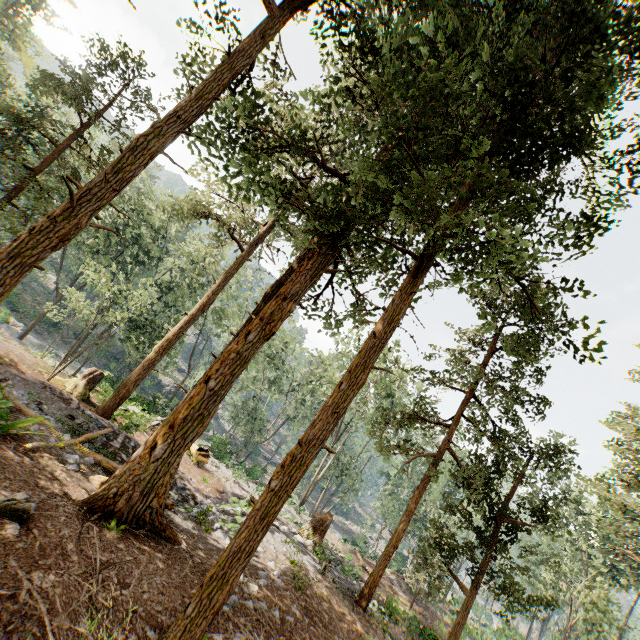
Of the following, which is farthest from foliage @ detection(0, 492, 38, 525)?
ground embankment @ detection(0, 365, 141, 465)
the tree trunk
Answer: the tree trunk

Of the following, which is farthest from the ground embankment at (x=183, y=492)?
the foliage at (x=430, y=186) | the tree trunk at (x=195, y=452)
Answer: the tree trunk at (x=195, y=452)

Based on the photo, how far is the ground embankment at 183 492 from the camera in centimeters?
1214cm

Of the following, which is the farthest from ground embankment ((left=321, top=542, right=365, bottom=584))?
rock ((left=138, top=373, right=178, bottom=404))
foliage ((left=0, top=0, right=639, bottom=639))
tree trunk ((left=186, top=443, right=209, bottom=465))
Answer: rock ((left=138, top=373, right=178, bottom=404))

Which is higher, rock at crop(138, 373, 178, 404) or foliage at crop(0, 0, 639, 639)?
foliage at crop(0, 0, 639, 639)

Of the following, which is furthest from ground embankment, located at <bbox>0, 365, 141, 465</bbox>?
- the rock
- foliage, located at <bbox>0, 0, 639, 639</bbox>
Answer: the rock

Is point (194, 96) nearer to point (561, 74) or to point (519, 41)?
point (561, 74)

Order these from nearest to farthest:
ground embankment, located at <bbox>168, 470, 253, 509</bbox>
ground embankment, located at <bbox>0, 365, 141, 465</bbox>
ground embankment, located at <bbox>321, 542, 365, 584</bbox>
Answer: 1. ground embankment, located at <bbox>0, 365, 141, 465</bbox>
2. ground embankment, located at <bbox>168, 470, 253, 509</bbox>
3. ground embankment, located at <bbox>321, 542, 365, 584</bbox>
